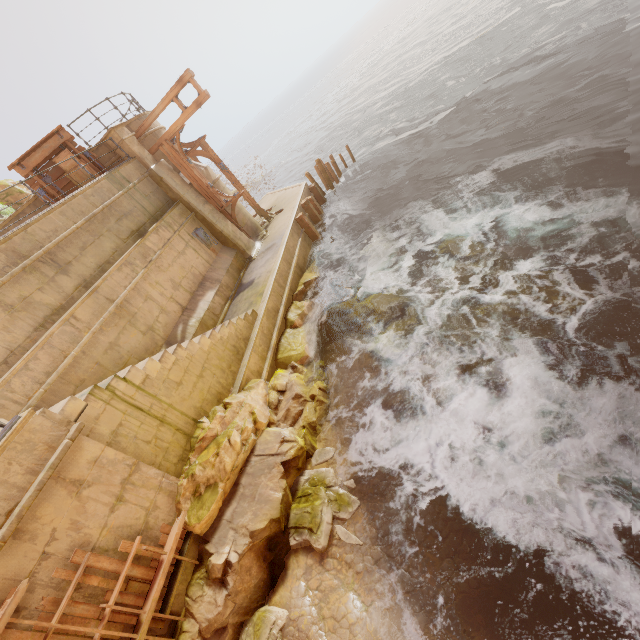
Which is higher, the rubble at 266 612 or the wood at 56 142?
the wood at 56 142

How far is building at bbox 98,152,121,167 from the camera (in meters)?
12.55

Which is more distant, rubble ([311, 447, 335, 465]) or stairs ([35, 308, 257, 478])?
rubble ([311, 447, 335, 465])

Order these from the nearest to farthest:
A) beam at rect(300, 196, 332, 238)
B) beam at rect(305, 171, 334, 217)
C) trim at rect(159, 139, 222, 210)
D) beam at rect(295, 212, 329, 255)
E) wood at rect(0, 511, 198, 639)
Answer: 1. wood at rect(0, 511, 198, 639)
2. trim at rect(159, 139, 222, 210)
3. beam at rect(295, 212, 329, 255)
4. beam at rect(300, 196, 332, 238)
5. beam at rect(305, 171, 334, 217)

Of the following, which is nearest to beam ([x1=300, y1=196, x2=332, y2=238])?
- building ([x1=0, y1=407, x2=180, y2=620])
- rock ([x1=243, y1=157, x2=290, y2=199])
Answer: building ([x1=0, y1=407, x2=180, y2=620])

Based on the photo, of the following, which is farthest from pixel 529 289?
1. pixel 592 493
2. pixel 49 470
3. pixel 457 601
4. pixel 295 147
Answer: pixel 295 147

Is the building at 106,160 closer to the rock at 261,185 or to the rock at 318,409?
the rock at 318,409

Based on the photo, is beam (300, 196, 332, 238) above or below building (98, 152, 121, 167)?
below
